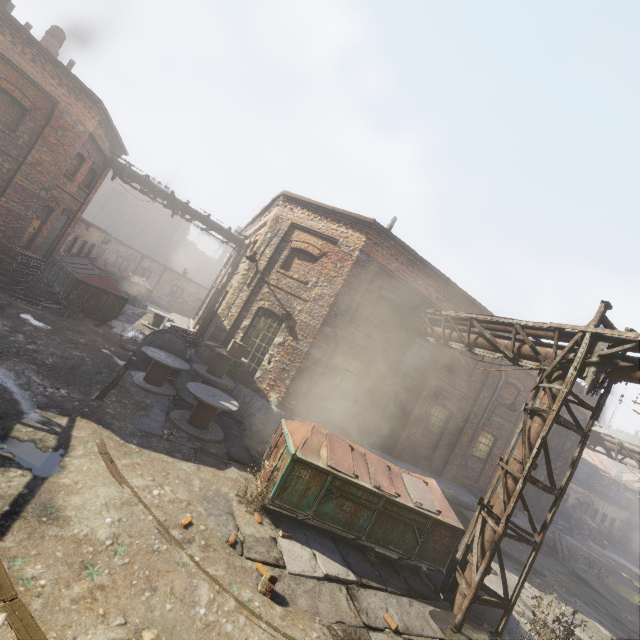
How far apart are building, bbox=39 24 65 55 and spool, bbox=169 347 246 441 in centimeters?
1655cm

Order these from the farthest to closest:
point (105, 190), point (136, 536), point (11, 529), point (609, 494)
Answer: → point (105, 190) < point (609, 494) < point (136, 536) < point (11, 529)

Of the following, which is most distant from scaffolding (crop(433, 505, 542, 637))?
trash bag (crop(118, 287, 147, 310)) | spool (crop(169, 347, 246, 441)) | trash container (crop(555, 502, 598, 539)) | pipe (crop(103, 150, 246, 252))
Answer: trash container (crop(555, 502, 598, 539))

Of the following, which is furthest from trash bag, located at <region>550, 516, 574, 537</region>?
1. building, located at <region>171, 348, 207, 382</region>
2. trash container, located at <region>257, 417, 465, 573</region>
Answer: trash container, located at <region>257, 417, 465, 573</region>

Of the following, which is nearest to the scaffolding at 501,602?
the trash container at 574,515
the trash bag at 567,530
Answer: the trash bag at 567,530

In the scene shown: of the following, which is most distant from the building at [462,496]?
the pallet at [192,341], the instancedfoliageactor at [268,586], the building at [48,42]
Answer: the building at [48,42]

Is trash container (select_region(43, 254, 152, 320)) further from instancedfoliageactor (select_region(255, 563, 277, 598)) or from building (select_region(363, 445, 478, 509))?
instancedfoliageactor (select_region(255, 563, 277, 598))

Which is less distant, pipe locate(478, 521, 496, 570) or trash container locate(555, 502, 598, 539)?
pipe locate(478, 521, 496, 570)
